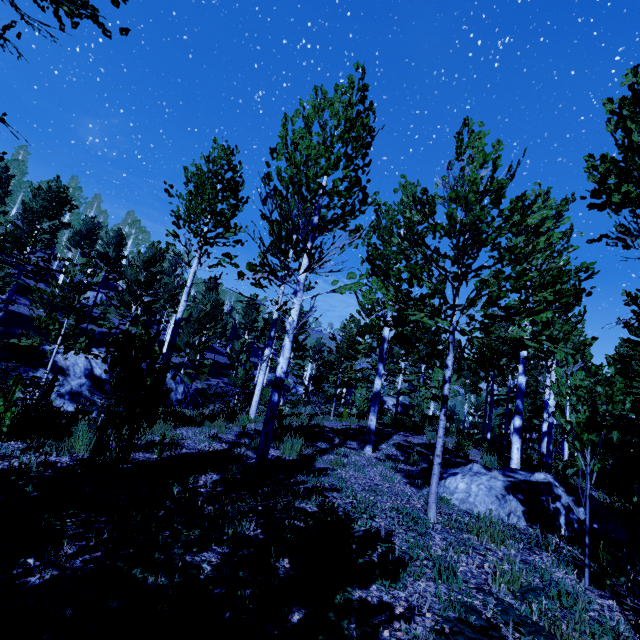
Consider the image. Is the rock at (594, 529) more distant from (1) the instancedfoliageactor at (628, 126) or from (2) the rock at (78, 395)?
(2) the rock at (78, 395)

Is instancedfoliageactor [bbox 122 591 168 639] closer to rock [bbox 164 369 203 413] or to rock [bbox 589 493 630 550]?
rock [bbox 589 493 630 550]

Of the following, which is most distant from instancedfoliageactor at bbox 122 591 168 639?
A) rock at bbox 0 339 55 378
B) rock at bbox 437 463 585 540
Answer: rock at bbox 0 339 55 378

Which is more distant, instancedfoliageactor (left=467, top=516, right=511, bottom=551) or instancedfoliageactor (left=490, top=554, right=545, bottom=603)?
instancedfoliageactor (left=467, top=516, right=511, bottom=551)

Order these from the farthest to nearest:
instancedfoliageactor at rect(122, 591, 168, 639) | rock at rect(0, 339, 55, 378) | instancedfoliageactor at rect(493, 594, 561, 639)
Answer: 1. rock at rect(0, 339, 55, 378)
2. instancedfoliageactor at rect(493, 594, 561, 639)
3. instancedfoliageactor at rect(122, 591, 168, 639)

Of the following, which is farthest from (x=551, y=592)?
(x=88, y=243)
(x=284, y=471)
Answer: (x=88, y=243)

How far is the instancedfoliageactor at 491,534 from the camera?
4.2m
